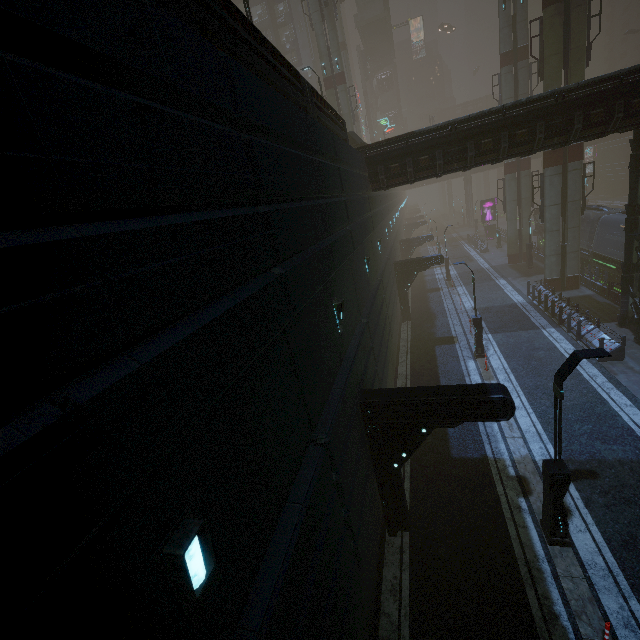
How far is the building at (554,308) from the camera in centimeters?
1534cm

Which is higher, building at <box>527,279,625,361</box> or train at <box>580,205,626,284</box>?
train at <box>580,205,626,284</box>

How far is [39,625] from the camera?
1.7 meters

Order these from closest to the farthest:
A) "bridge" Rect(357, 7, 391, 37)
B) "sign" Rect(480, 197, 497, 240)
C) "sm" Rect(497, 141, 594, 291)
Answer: "sm" Rect(497, 141, 594, 291)
"sign" Rect(480, 197, 497, 240)
"bridge" Rect(357, 7, 391, 37)

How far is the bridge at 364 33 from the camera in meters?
55.6 m

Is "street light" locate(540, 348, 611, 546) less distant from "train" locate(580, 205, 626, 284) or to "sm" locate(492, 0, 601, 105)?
"train" locate(580, 205, 626, 284)

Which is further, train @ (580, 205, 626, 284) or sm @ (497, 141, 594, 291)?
train @ (580, 205, 626, 284)

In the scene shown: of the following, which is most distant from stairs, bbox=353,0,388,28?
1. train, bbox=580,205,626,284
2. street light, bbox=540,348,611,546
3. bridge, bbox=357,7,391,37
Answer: street light, bbox=540,348,611,546
